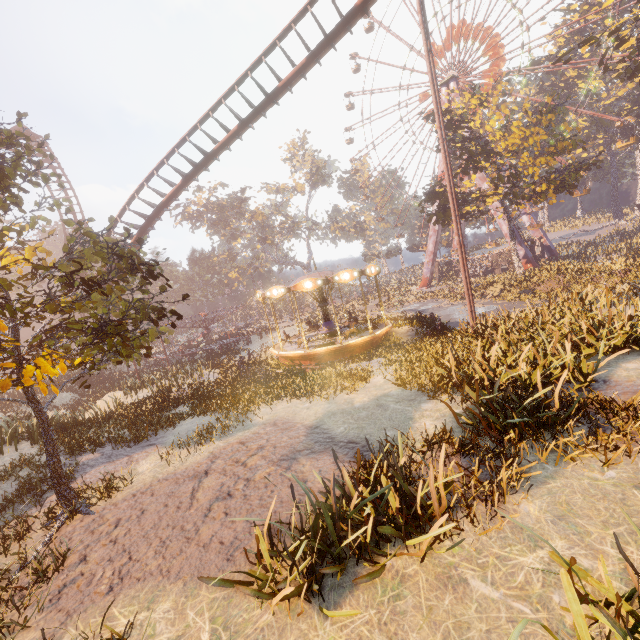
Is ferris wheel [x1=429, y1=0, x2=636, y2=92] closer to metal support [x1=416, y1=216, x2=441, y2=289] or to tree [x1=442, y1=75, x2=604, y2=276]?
metal support [x1=416, y1=216, x2=441, y2=289]

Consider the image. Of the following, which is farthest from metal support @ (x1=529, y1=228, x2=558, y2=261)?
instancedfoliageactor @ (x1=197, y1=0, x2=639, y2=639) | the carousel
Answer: the carousel

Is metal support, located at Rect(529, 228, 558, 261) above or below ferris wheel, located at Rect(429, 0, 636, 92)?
below

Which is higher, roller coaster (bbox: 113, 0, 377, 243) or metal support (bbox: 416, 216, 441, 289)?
roller coaster (bbox: 113, 0, 377, 243)

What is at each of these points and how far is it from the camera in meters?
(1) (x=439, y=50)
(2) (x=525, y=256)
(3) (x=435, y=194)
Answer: (1) ferris wheel, 45.6 m
(2) metal support, 38.8 m
(3) tree, 32.7 m

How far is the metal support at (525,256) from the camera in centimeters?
3856cm

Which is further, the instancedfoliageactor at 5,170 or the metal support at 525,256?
the metal support at 525,256

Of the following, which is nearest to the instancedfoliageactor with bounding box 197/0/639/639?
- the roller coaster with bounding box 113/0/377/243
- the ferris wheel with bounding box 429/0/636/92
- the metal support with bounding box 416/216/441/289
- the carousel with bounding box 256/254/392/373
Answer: the carousel with bounding box 256/254/392/373
